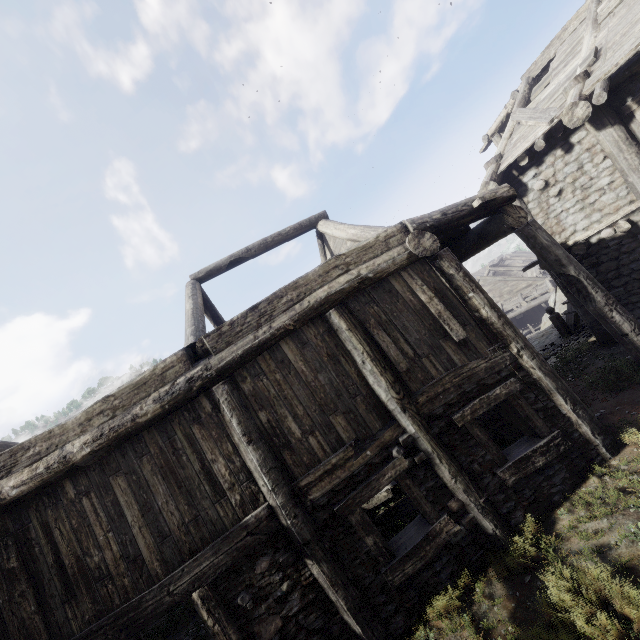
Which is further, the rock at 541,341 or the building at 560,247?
the rock at 541,341

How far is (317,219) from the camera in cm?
1085

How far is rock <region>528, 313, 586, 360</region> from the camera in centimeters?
1160cm

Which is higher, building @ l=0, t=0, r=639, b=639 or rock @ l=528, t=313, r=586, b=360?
building @ l=0, t=0, r=639, b=639

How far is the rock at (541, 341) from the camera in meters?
11.6

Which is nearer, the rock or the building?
the building
